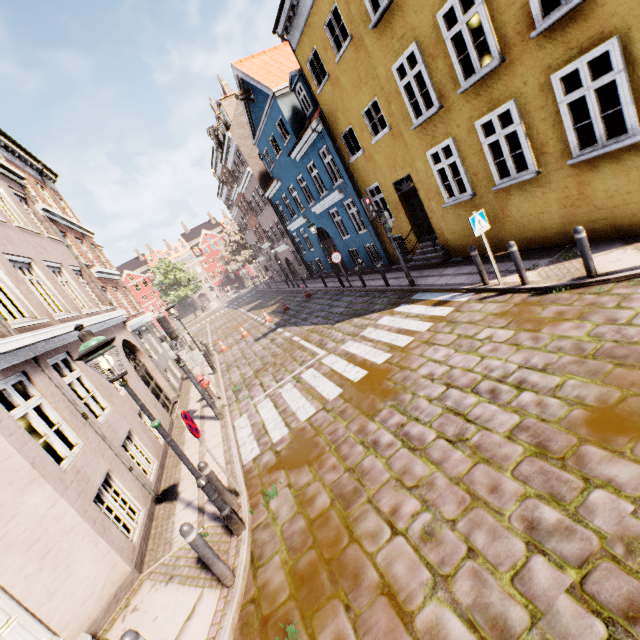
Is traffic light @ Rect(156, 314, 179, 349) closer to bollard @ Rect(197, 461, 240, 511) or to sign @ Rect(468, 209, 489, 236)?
bollard @ Rect(197, 461, 240, 511)

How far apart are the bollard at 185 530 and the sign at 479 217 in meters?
8.0 m

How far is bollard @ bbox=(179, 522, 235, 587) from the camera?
4.05m

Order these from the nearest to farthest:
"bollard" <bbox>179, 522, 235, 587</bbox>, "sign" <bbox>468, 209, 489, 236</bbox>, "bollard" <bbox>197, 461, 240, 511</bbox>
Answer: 1. "bollard" <bbox>179, 522, 235, 587</bbox>
2. "bollard" <bbox>197, 461, 240, 511</bbox>
3. "sign" <bbox>468, 209, 489, 236</bbox>

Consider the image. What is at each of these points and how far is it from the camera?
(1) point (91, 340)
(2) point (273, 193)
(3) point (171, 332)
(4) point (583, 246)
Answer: (1) street light, 4.1 meters
(2) building, 23.8 meters
(3) traffic light, 8.9 meters
(4) bollard, 6.2 meters

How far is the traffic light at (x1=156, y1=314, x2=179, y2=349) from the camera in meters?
8.8 m

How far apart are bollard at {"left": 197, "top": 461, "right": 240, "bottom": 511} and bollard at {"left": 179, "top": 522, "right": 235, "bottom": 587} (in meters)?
1.14

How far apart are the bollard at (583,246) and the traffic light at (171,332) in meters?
9.5 m
